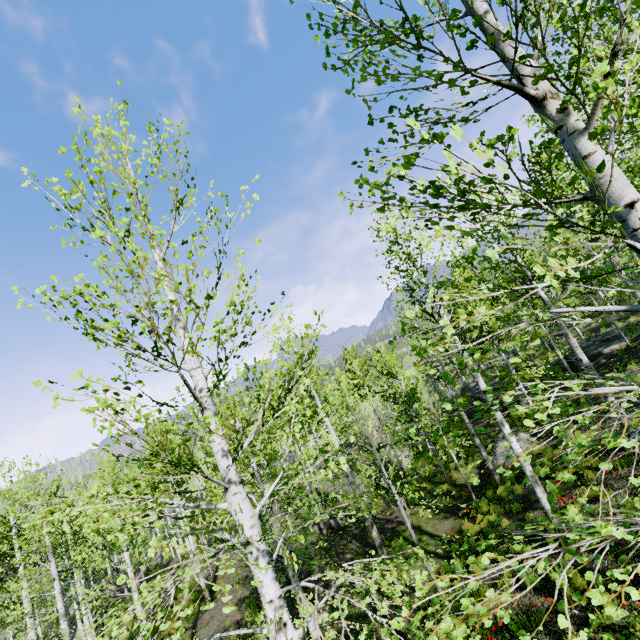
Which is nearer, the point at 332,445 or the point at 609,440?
the point at 609,440

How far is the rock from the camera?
17.30m

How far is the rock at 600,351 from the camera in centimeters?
1730cm
